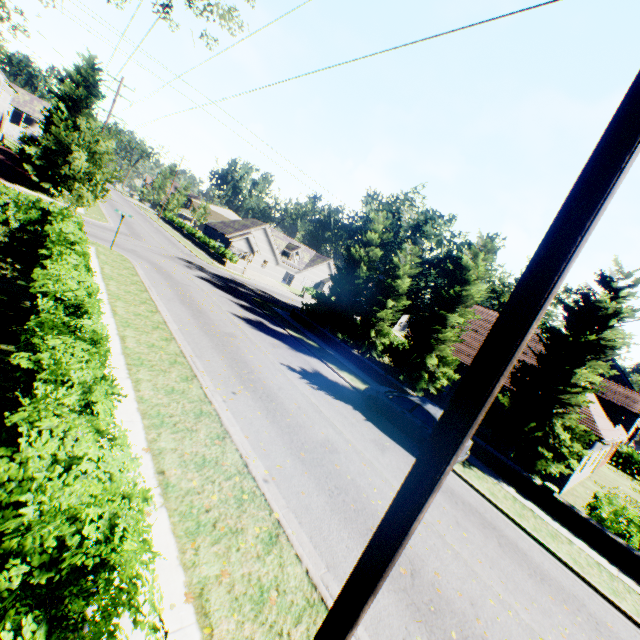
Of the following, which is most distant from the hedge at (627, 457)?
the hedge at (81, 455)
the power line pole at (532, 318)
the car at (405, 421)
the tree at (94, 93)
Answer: the power line pole at (532, 318)

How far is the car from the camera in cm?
1267

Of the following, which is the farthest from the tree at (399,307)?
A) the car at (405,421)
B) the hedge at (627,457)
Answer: the car at (405,421)

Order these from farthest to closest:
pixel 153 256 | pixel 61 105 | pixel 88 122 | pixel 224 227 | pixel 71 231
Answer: pixel 224 227
pixel 88 122
pixel 61 105
pixel 153 256
pixel 71 231

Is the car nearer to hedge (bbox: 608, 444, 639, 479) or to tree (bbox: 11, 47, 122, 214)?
tree (bbox: 11, 47, 122, 214)

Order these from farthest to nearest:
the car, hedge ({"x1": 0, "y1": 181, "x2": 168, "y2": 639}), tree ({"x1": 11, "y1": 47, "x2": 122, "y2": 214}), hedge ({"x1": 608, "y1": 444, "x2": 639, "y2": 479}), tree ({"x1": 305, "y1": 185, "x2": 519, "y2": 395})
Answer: hedge ({"x1": 608, "y1": 444, "x2": 639, "y2": 479})
tree ({"x1": 305, "y1": 185, "x2": 519, "y2": 395})
tree ({"x1": 11, "y1": 47, "x2": 122, "y2": 214})
the car
hedge ({"x1": 0, "y1": 181, "x2": 168, "y2": 639})

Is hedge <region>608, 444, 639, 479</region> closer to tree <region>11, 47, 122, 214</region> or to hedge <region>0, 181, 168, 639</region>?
tree <region>11, 47, 122, 214</region>

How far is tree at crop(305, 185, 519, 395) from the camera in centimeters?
1866cm
